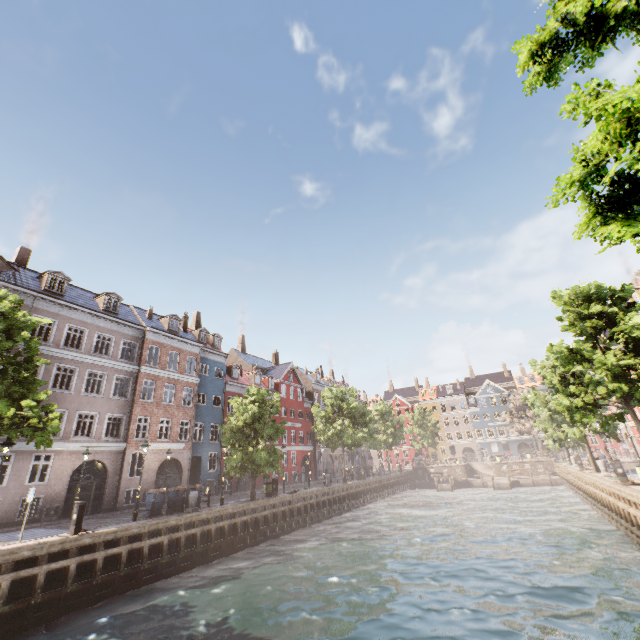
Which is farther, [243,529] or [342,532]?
[342,532]

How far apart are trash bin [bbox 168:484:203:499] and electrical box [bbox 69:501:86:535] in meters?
6.3

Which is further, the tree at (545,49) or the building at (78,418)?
the building at (78,418)

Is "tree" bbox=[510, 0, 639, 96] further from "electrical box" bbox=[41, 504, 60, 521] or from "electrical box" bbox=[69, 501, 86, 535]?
"electrical box" bbox=[41, 504, 60, 521]

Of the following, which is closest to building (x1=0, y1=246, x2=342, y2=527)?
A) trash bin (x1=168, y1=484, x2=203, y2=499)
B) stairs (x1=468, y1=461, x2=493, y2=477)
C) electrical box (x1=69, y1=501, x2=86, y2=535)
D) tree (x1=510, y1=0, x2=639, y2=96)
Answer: tree (x1=510, y1=0, x2=639, y2=96)

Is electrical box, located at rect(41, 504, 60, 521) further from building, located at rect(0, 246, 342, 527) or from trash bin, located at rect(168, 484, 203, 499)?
trash bin, located at rect(168, 484, 203, 499)

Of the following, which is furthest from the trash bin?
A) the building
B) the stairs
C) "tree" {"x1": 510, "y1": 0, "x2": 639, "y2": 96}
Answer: the stairs

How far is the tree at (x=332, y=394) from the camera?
34.53m
